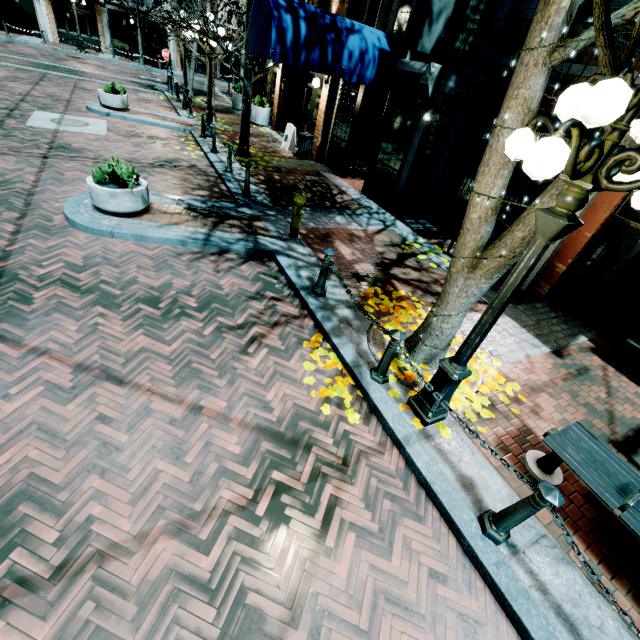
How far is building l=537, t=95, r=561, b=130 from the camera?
6.8 meters

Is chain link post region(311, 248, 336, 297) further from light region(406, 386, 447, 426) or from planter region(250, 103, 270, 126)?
planter region(250, 103, 270, 126)

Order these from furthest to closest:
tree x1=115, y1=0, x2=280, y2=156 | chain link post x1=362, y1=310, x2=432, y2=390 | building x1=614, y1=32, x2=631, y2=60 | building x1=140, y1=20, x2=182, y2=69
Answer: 1. building x1=140, y1=20, x2=182, y2=69
2. tree x1=115, y1=0, x2=280, y2=156
3. building x1=614, y1=32, x2=631, y2=60
4. chain link post x1=362, y1=310, x2=432, y2=390

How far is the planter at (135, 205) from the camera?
5.9 meters

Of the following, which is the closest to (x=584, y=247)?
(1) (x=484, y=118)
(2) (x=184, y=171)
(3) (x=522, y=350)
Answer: (3) (x=522, y=350)

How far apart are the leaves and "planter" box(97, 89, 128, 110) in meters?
14.1 m

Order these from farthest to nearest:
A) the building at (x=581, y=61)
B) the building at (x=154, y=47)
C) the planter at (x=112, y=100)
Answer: the building at (x=154, y=47), the planter at (x=112, y=100), the building at (x=581, y=61)

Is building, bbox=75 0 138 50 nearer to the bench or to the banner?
the banner
